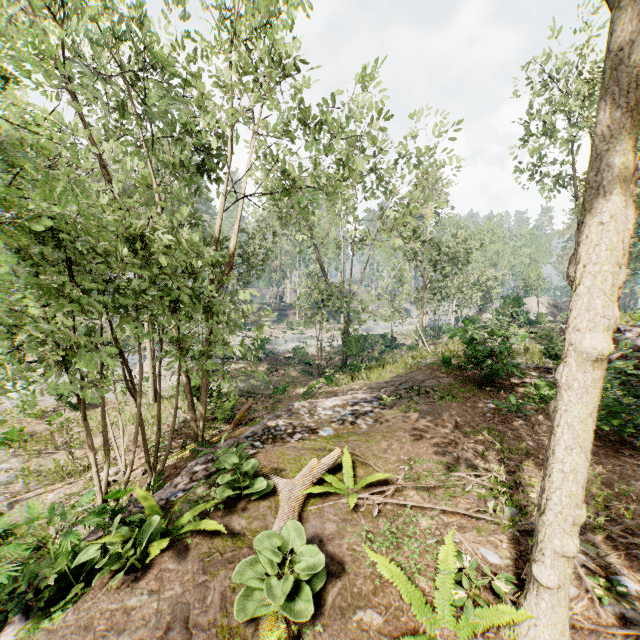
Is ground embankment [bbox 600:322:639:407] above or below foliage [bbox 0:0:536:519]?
below

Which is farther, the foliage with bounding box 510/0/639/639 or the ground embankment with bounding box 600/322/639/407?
the ground embankment with bounding box 600/322/639/407

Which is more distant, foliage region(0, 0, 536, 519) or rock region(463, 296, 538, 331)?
rock region(463, 296, 538, 331)

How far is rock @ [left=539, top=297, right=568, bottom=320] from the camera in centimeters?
3391cm

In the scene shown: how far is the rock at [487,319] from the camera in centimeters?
2566cm

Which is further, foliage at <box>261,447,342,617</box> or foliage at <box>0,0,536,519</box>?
foliage at <box>0,0,536,519</box>

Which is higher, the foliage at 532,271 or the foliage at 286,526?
the foliage at 532,271

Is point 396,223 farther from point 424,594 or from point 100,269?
point 424,594
